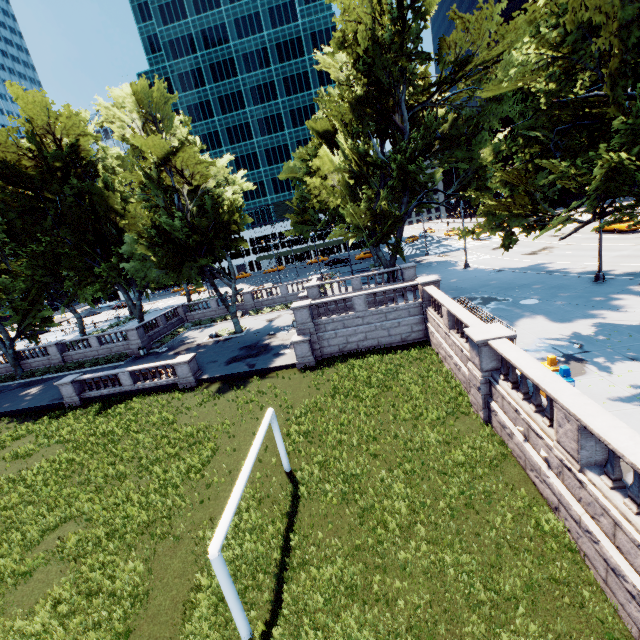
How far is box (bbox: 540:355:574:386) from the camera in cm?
1023

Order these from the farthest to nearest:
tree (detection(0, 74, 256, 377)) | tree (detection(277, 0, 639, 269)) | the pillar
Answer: tree (detection(0, 74, 256, 377)) < tree (detection(277, 0, 639, 269)) < the pillar

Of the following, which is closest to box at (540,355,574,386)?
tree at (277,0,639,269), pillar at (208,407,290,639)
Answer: tree at (277,0,639,269)

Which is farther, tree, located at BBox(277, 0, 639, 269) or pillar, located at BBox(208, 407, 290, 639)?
tree, located at BBox(277, 0, 639, 269)

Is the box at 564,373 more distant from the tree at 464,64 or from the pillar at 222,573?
the pillar at 222,573

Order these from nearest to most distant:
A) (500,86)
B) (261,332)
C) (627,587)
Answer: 1. (627,587)
2. (500,86)
3. (261,332)

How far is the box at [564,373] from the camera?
10.2 meters
